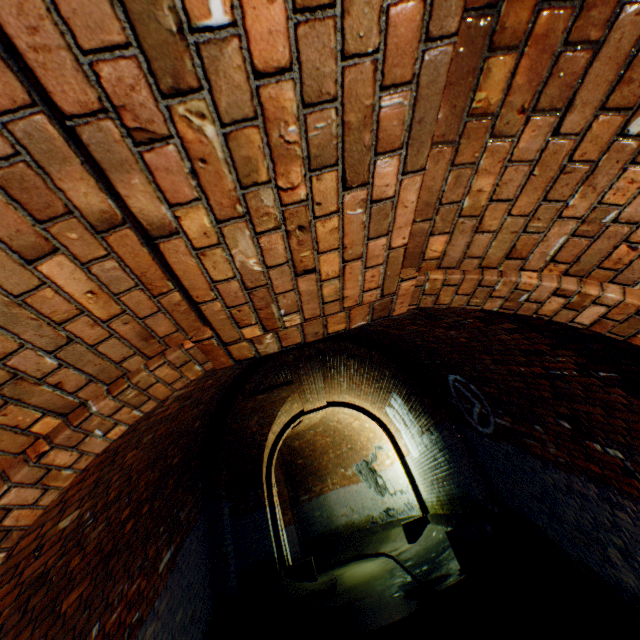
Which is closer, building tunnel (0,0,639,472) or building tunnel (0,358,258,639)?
building tunnel (0,0,639,472)

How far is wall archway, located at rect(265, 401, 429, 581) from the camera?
9.1m

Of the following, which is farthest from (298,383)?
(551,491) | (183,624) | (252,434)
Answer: (551,491)

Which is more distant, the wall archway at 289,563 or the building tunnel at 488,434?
the wall archway at 289,563

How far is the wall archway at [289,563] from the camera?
9.05m

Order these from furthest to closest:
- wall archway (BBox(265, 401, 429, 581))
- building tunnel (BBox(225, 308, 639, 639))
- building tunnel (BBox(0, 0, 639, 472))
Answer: wall archway (BBox(265, 401, 429, 581)), building tunnel (BBox(225, 308, 639, 639)), building tunnel (BBox(0, 0, 639, 472))
